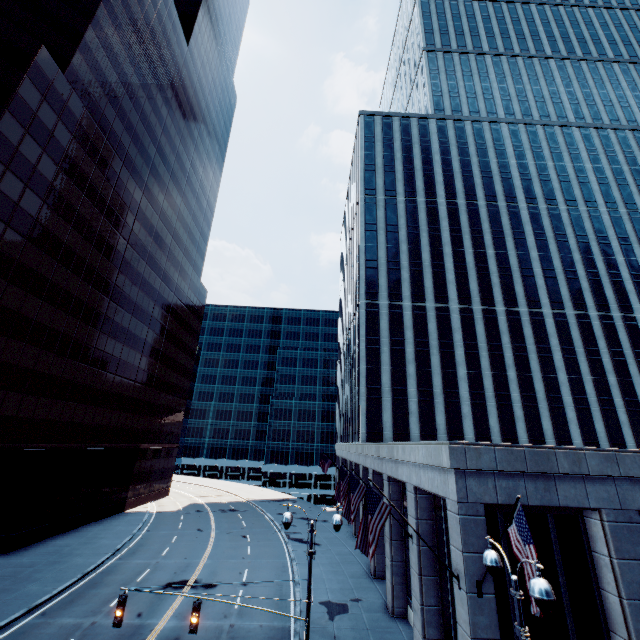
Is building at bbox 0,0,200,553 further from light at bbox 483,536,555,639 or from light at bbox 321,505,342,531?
light at bbox 483,536,555,639

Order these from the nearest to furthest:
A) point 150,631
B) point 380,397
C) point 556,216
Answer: point 150,631, point 380,397, point 556,216

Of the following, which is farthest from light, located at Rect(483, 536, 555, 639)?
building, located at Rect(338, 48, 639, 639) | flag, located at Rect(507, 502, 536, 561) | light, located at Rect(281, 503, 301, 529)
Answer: light, located at Rect(281, 503, 301, 529)

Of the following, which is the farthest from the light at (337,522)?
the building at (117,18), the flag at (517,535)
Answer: the building at (117,18)

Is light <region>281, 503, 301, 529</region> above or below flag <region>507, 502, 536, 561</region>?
below

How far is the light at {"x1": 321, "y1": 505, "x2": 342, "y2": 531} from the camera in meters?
11.8 m

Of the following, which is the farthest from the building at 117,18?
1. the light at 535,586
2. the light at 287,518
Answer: the light at 535,586
